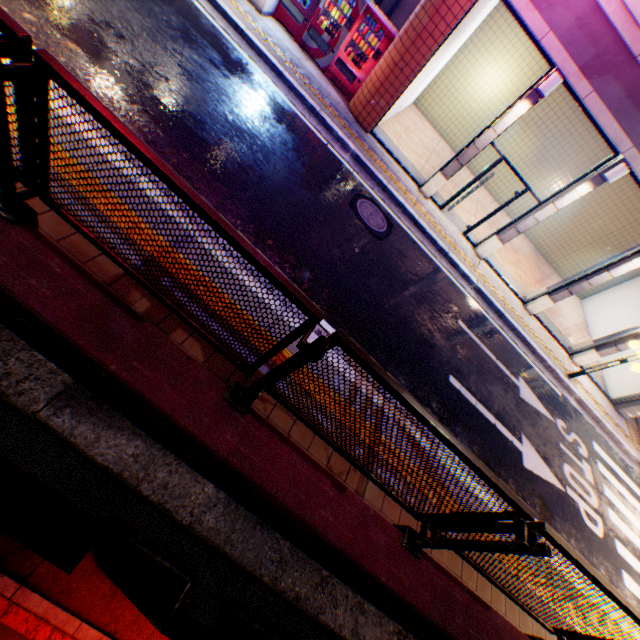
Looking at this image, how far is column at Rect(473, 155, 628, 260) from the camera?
8.7m

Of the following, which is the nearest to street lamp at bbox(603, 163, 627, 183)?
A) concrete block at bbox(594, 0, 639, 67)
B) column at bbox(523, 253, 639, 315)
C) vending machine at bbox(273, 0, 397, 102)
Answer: concrete block at bbox(594, 0, 639, 67)

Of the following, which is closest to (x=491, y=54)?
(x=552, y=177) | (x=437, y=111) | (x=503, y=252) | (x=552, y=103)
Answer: (x=437, y=111)

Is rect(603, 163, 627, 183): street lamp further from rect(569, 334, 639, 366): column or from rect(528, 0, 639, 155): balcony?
rect(569, 334, 639, 366): column

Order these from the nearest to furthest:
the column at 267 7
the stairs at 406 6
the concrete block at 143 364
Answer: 1. the concrete block at 143 364
2. the column at 267 7
3. the stairs at 406 6

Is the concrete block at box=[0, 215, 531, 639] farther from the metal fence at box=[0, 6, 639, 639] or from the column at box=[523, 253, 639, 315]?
the column at box=[523, 253, 639, 315]

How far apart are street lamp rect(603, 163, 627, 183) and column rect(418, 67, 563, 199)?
2.61m

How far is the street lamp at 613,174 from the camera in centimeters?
810cm
